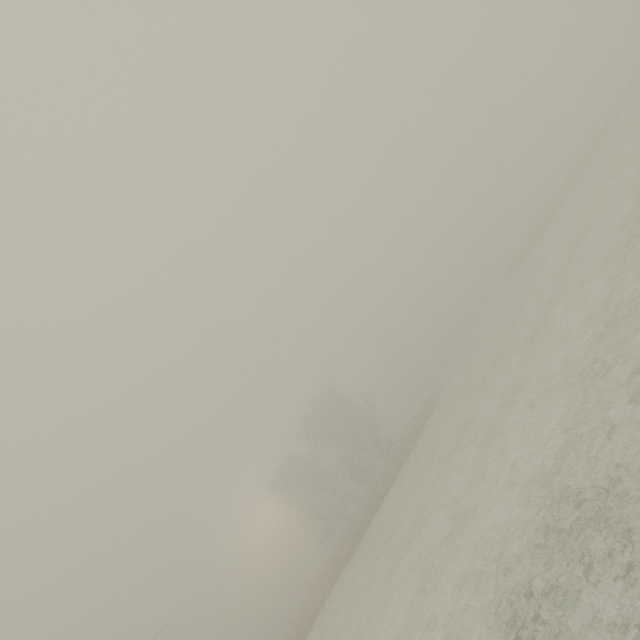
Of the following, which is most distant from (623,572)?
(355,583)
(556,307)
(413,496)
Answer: (355,583)
